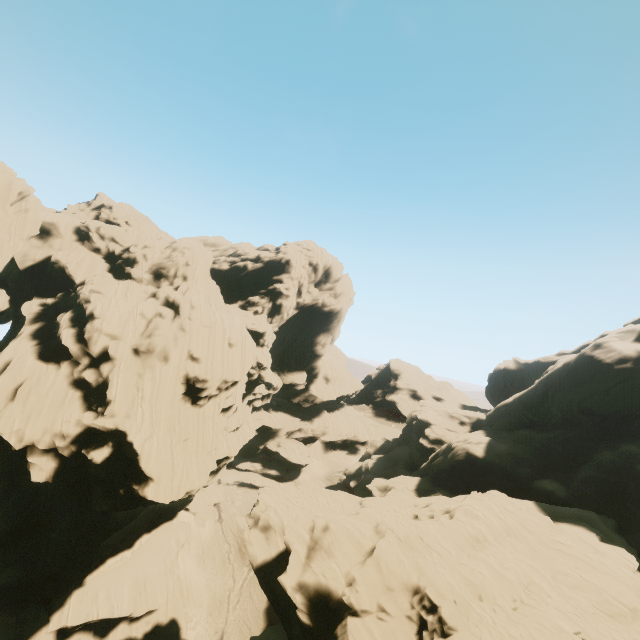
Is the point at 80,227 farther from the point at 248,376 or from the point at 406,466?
the point at 406,466
